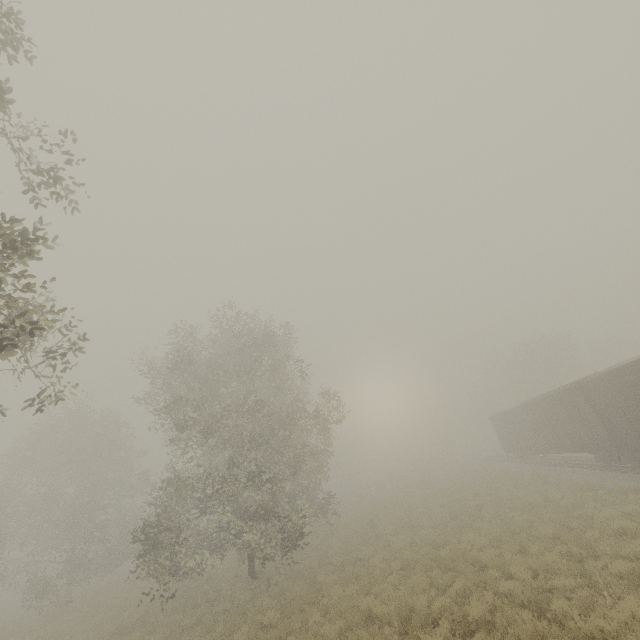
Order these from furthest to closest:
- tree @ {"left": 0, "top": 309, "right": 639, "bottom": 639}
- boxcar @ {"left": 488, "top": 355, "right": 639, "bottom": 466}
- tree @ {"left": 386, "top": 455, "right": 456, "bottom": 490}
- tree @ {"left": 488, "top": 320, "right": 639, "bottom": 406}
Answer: tree @ {"left": 386, "top": 455, "right": 456, "bottom": 490} → tree @ {"left": 488, "top": 320, "right": 639, "bottom": 406} → boxcar @ {"left": 488, "top": 355, "right": 639, "bottom": 466} → tree @ {"left": 0, "top": 309, "right": 639, "bottom": 639}

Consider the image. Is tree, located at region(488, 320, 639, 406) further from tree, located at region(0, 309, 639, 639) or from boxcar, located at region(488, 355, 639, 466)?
boxcar, located at region(488, 355, 639, 466)

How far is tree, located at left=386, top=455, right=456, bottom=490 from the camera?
45.6 meters

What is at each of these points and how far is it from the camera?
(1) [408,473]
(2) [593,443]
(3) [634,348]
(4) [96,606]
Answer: (1) tree, 48.7 meters
(2) boxcar, 17.8 meters
(3) tree, 47.9 meters
(4) tree, 23.2 meters

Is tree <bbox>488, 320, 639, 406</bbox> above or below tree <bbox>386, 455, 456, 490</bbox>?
above

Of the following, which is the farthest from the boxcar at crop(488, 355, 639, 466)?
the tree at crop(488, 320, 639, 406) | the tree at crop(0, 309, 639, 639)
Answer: the tree at crop(0, 309, 639, 639)

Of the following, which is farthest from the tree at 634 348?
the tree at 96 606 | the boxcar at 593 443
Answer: the boxcar at 593 443

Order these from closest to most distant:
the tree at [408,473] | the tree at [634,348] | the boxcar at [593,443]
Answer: the boxcar at [593,443] < the tree at [634,348] < the tree at [408,473]
